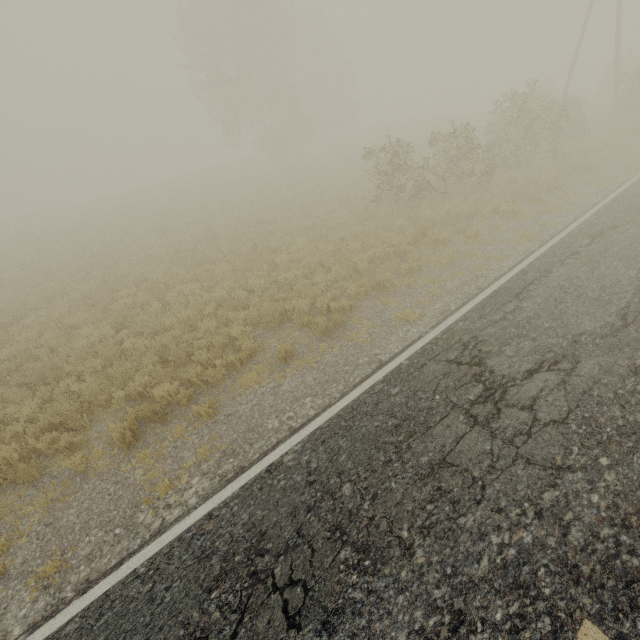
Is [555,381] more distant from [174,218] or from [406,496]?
[174,218]

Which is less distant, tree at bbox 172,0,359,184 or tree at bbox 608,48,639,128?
tree at bbox 608,48,639,128

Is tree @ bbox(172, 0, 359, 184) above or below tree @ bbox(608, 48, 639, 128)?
above

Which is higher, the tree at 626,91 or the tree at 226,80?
the tree at 226,80

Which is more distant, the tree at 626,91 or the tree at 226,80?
the tree at 226,80
